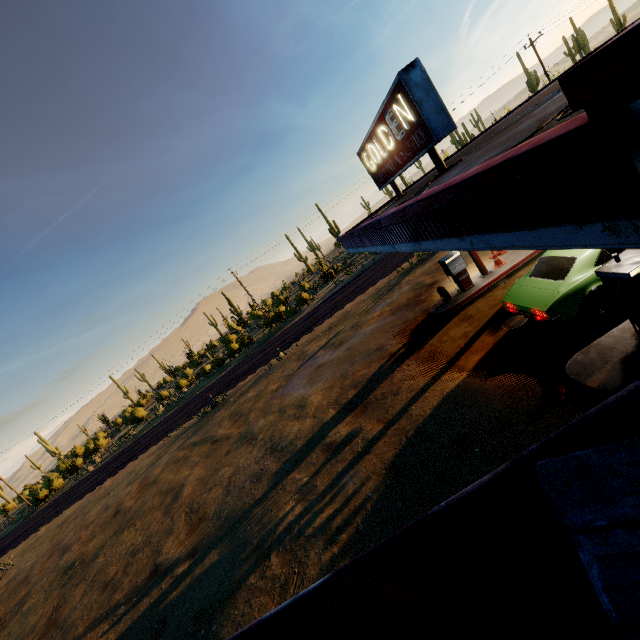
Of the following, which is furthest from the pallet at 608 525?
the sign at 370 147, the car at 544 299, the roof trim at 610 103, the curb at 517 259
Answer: the curb at 517 259

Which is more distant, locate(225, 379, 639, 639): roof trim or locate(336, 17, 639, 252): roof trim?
locate(336, 17, 639, 252): roof trim

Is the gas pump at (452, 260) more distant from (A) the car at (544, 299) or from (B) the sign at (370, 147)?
(B) the sign at (370, 147)

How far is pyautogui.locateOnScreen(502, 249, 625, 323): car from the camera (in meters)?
7.13

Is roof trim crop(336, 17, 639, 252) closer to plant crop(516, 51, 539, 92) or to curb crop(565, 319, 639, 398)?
curb crop(565, 319, 639, 398)

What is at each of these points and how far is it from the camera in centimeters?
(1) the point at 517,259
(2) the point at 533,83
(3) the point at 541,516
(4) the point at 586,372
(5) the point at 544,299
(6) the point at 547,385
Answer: (1) curb, 1223cm
(2) plant, 4844cm
(3) roof trim, 79cm
(4) curb, 609cm
(5) car, 753cm
(6) traffic cone, 627cm

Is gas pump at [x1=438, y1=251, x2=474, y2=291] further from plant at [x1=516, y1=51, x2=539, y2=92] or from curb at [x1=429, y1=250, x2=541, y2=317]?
plant at [x1=516, y1=51, x2=539, y2=92]

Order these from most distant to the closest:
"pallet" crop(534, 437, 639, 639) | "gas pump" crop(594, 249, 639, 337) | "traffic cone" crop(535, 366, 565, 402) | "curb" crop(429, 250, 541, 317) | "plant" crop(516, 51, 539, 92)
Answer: "plant" crop(516, 51, 539, 92) < "curb" crop(429, 250, 541, 317) < "traffic cone" crop(535, 366, 565, 402) < "gas pump" crop(594, 249, 639, 337) < "pallet" crop(534, 437, 639, 639)
